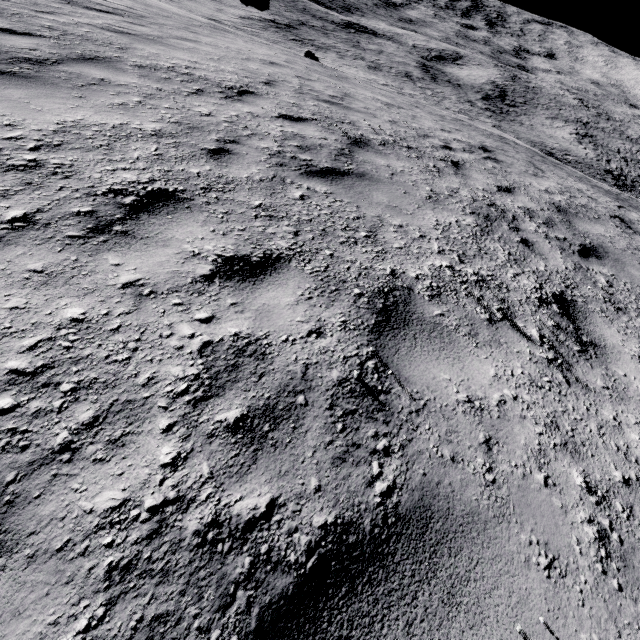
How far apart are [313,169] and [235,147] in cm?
97
